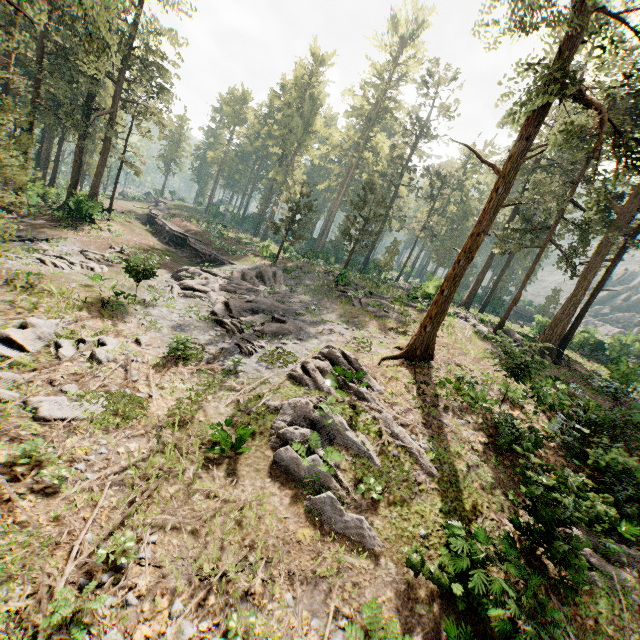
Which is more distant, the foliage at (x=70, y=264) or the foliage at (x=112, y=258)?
the foliage at (x=112, y=258)

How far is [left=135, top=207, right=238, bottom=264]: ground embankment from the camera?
34.0 meters

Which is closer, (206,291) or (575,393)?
(575,393)

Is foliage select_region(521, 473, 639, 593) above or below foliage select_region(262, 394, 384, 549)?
above

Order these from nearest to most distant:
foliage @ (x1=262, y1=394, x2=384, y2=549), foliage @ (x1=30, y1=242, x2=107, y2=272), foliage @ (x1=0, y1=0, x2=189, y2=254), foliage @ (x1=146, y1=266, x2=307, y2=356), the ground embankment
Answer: foliage @ (x1=262, y1=394, x2=384, y2=549) → foliage @ (x1=0, y1=0, x2=189, y2=254) → foliage @ (x1=146, y1=266, x2=307, y2=356) → foliage @ (x1=30, y1=242, x2=107, y2=272) → the ground embankment

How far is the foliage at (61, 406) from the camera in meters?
8.9 m

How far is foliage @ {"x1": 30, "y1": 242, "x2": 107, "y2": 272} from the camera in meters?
19.0
